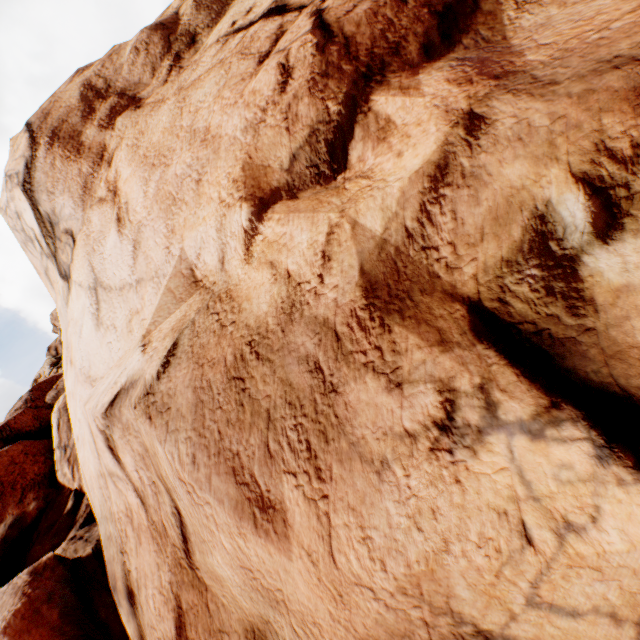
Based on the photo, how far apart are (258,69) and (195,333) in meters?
3.5
